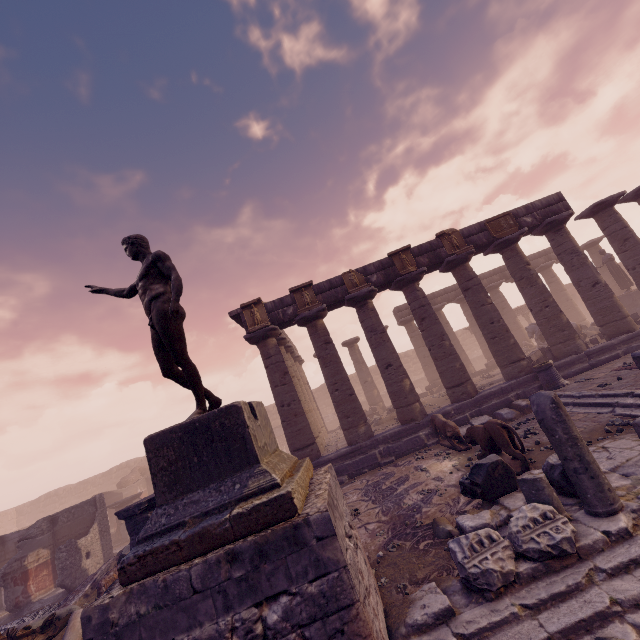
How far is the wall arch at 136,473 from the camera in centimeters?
2519cm

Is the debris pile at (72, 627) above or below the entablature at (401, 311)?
below

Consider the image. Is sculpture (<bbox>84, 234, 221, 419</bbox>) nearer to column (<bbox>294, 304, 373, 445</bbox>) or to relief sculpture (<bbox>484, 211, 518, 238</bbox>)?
column (<bbox>294, 304, 373, 445</bbox>)

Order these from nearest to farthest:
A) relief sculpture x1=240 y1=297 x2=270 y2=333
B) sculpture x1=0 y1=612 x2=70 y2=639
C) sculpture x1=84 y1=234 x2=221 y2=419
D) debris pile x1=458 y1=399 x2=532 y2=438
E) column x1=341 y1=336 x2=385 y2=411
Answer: sculpture x1=84 y1=234 x2=221 y2=419
sculpture x1=0 y1=612 x2=70 y2=639
debris pile x1=458 y1=399 x2=532 y2=438
relief sculpture x1=240 y1=297 x2=270 y2=333
column x1=341 y1=336 x2=385 y2=411

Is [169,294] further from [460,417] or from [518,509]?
[460,417]

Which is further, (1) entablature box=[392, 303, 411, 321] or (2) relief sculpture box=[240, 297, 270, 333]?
(1) entablature box=[392, 303, 411, 321]

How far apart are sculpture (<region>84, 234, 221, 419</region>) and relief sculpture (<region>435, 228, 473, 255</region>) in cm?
1163

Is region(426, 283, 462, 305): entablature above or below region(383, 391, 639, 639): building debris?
above
